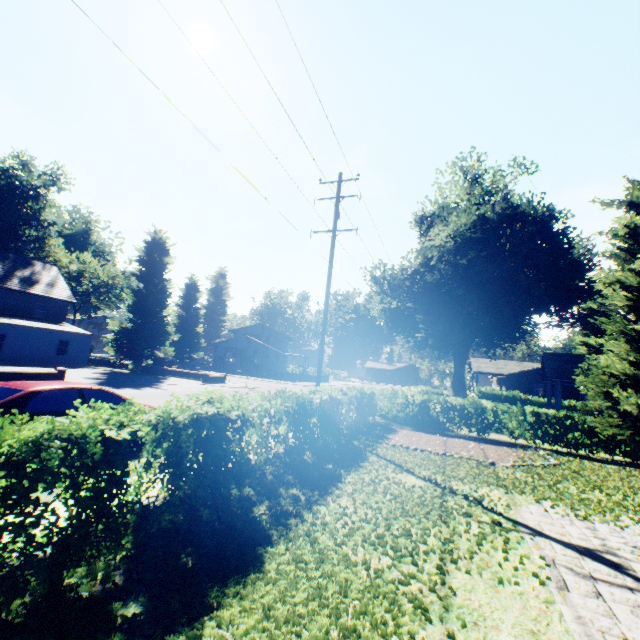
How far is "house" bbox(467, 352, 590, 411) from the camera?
22.5m

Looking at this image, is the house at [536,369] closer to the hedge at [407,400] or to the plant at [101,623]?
the plant at [101,623]

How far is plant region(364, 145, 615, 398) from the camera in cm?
2711

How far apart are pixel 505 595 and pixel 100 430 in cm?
539

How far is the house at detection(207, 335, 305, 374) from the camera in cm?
5450

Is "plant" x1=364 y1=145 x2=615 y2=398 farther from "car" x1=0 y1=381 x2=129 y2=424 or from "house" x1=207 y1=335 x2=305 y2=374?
"car" x1=0 y1=381 x2=129 y2=424

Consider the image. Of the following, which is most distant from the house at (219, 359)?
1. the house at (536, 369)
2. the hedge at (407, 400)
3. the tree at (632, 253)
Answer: the tree at (632, 253)

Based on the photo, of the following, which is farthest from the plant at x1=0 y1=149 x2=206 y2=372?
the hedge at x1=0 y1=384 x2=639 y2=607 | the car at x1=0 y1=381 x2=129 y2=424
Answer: the car at x1=0 y1=381 x2=129 y2=424
